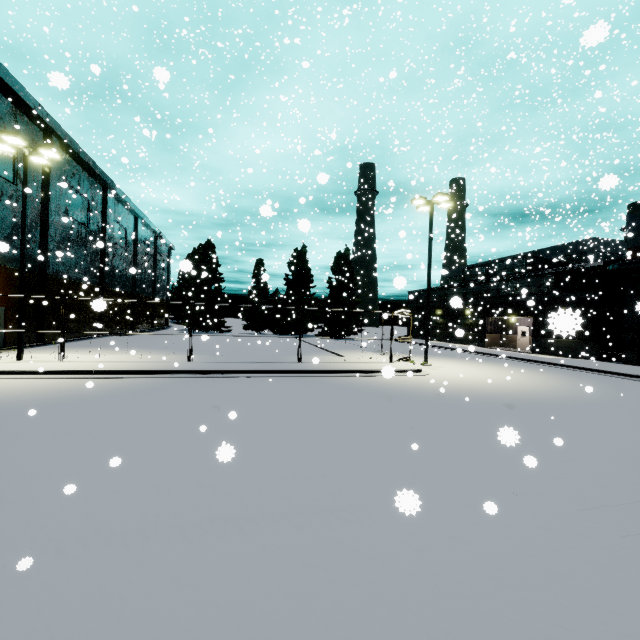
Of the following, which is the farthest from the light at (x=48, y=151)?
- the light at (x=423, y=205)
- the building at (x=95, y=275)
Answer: the light at (x=423, y=205)

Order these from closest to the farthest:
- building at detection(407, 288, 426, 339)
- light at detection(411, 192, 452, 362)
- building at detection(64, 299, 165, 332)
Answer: light at detection(411, 192, 452, 362), building at detection(64, 299, 165, 332), building at detection(407, 288, 426, 339)

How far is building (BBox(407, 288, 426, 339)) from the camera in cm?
4897

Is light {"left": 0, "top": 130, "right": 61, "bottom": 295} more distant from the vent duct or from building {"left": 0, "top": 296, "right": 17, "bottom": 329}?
the vent duct

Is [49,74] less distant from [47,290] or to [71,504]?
[71,504]

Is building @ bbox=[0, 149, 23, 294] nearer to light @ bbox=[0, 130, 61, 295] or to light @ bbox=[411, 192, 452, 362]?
light @ bbox=[0, 130, 61, 295]

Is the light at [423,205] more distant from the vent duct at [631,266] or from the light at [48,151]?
the light at [48,151]
